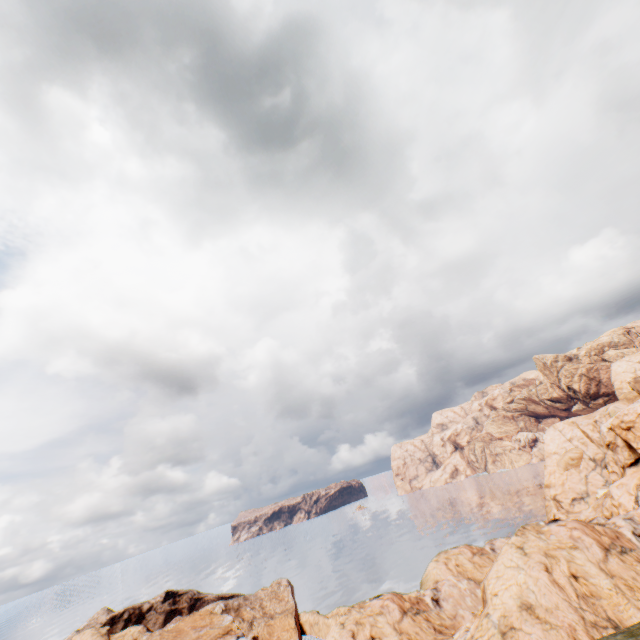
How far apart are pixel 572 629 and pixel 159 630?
61.1m
